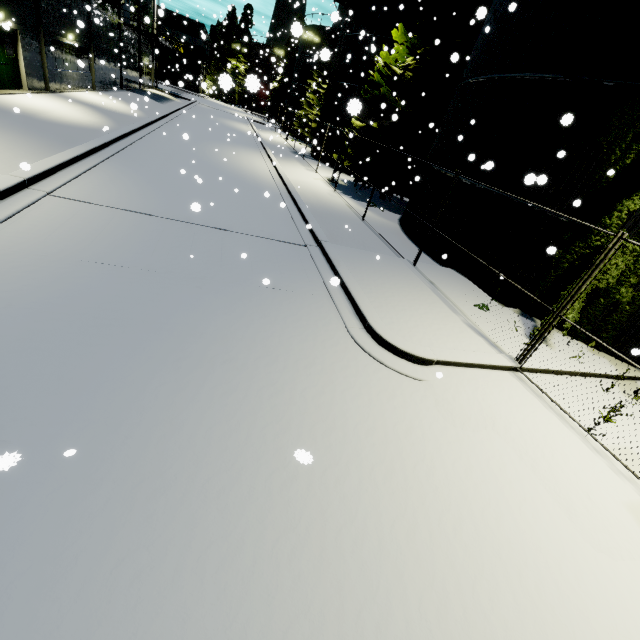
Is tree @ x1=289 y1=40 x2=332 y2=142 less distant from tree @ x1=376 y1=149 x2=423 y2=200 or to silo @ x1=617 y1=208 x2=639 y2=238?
silo @ x1=617 y1=208 x2=639 y2=238

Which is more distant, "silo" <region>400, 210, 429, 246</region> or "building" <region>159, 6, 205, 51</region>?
"building" <region>159, 6, 205, 51</region>

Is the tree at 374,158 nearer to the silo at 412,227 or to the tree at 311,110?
the silo at 412,227

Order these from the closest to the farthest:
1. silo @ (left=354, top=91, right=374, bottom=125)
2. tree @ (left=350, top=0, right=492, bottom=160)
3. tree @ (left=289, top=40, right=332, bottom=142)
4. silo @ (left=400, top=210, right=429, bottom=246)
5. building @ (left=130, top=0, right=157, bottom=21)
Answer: silo @ (left=354, top=91, right=374, bottom=125), silo @ (left=400, top=210, right=429, bottom=246), tree @ (left=350, top=0, right=492, bottom=160), building @ (left=130, top=0, right=157, bottom=21), tree @ (left=289, top=40, right=332, bottom=142)

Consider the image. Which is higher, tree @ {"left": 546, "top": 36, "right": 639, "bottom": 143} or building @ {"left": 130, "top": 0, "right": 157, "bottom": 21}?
building @ {"left": 130, "top": 0, "right": 157, "bottom": 21}

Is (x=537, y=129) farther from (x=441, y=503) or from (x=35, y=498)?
(x=35, y=498)

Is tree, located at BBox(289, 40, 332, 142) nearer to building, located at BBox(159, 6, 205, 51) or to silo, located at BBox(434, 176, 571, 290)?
silo, located at BBox(434, 176, 571, 290)

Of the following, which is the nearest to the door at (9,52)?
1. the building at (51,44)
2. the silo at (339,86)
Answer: the building at (51,44)
